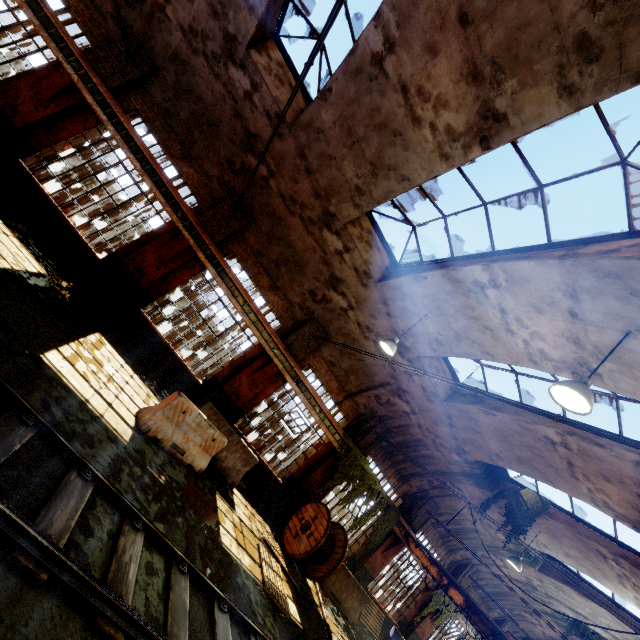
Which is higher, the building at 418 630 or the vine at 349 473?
the vine at 349 473

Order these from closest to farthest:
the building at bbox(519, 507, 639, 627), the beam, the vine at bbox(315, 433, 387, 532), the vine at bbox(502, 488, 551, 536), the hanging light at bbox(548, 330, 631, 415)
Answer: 1. the hanging light at bbox(548, 330, 631, 415)
2. the beam
3. the building at bbox(519, 507, 639, 627)
4. the vine at bbox(502, 488, 551, 536)
5. the vine at bbox(315, 433, 387, 532)

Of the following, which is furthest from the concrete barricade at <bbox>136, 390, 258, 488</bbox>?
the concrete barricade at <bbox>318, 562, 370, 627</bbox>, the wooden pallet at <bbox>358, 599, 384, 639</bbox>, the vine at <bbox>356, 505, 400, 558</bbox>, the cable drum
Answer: the wooden pallet at <bbox>358, 599, 384, 639</bbox>

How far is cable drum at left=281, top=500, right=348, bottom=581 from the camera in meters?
10.2

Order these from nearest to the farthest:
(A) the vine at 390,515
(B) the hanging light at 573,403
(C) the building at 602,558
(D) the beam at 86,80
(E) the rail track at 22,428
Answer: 1. (E) the rail track at 22,428
2. (B) the hanging light at 573,403
3. (D) the beam at 86,80
4. (C) the building at 602,558
5. (A) the vine at 390,515

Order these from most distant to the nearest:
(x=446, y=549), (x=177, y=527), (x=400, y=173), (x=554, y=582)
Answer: (x=446, y=549)
(x=554, y=582)
(x=400, y=173)
(x=177, y=527)

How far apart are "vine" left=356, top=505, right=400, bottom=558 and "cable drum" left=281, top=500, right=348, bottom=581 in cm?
218

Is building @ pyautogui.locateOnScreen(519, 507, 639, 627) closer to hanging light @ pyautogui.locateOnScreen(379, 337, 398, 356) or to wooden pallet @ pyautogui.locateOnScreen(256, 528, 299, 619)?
hanging light @ pyautogui.locateOnScreen(379, 337, 398, 356)
